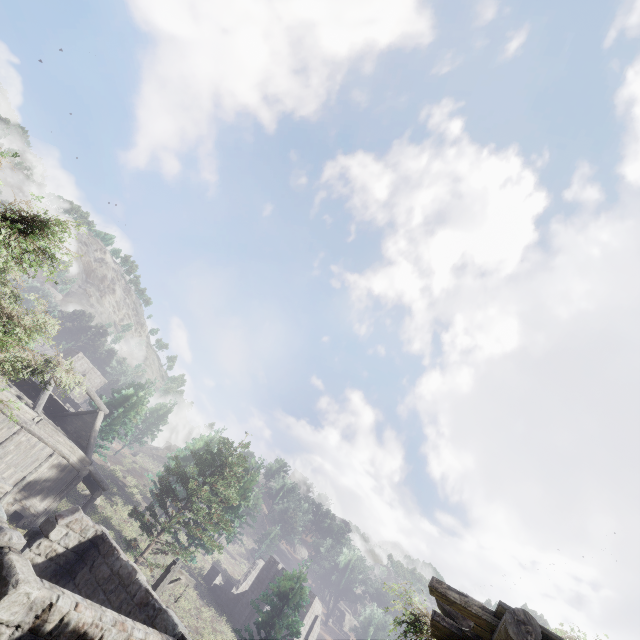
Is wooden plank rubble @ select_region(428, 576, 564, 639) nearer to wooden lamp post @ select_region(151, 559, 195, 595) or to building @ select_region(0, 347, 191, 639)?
building @ select_region(0, 347, 191, 639)

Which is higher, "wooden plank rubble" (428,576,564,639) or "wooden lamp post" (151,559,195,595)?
"wooden plank rubble" (428,576,564,639)

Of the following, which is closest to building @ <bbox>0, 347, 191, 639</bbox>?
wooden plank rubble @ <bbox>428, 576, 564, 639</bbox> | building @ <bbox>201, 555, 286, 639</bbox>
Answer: wooden plank rubble @ <bbox>428, 576, 564, 639</bbox>

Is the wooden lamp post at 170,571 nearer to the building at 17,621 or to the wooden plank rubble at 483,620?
the building at 17,621

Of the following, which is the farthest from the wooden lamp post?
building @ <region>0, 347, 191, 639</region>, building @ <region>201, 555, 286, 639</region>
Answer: building @ <region>201, 555, 286, 639</region>

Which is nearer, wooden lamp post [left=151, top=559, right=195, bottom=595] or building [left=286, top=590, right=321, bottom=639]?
A: wooden lamp post [left=151, top=559, right=195, bottom=595]

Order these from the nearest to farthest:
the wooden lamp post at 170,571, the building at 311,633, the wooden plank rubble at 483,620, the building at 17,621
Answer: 1. the wooden plank rubble at 483,620
2. the building at 17,621
3. the wooden lamp post at 170,571
4. the building at 311,633

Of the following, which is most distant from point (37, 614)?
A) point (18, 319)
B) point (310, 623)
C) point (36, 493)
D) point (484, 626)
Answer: point (310, 623)
